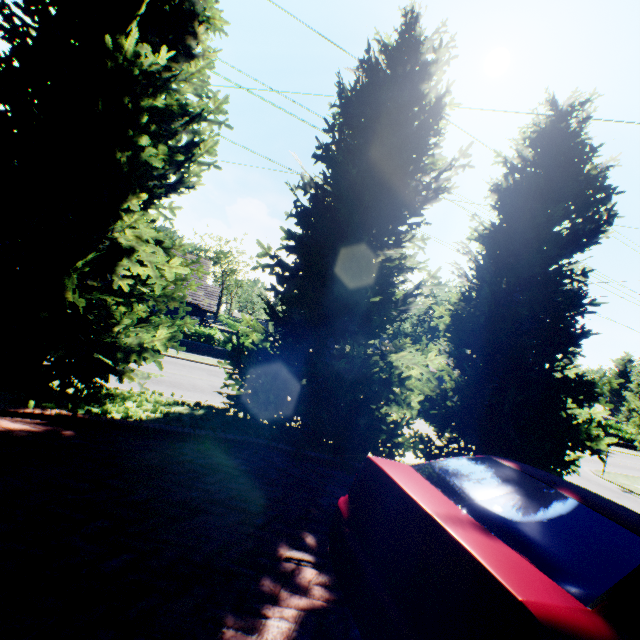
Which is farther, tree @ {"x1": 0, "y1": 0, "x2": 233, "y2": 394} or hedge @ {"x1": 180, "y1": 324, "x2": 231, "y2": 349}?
hedge @ {"x1": 180, "y1": 324, "x2": 231, "y2": 349}

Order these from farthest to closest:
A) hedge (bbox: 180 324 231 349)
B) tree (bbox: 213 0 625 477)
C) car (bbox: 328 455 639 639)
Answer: hedge (bbox: 180 324 231 349) < tree (bbox: 213 0 625 477) < car (bbox: 328 455 639 639)

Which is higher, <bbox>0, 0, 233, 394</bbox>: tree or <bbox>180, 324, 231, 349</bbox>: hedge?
<bbox>0, 0, 233, 394</bbox>: tree

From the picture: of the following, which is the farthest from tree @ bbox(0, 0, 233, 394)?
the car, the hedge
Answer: the hedge

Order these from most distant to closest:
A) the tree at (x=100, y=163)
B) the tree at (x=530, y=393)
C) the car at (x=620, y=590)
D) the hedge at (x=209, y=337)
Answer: the hedge at (x=209, y=337) → the tree at (x=530, y=393) → the tree at (x=100, y=163) → the car at (x=620, y=590)

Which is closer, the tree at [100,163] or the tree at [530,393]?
the tree at [100,163]

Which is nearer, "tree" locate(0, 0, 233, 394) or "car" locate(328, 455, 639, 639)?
"car" locate(328, 455, 639, 639)

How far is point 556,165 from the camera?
9.11m
